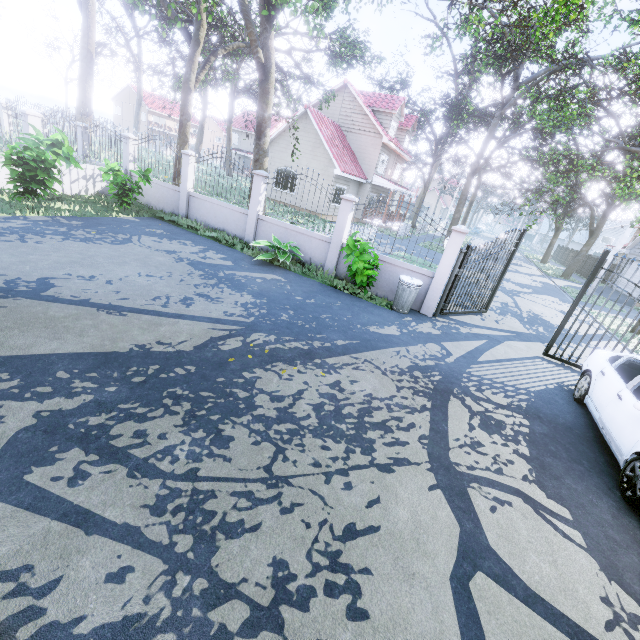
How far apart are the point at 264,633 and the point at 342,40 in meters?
47.9 m

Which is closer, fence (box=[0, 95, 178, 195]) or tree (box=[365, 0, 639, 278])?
fence (box=[0, 95, 178, 195])

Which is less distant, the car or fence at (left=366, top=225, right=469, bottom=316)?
the car

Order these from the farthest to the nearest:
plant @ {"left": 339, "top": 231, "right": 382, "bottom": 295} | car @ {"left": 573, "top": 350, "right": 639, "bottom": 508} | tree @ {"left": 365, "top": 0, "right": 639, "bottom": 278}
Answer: tree @ {"left": 365, "top": 0, "right": 639, "bottom": 278}
plant @ {"left": 339, "top": 231, "right": 382, "bottom": 295}
car @ {"left": 573, "top": 350, "right": 639, "bottom": 508}

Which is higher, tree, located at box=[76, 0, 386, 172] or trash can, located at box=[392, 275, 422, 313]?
tree, located at box=[76, 0, 386, 172]

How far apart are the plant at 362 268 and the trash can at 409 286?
0.57m

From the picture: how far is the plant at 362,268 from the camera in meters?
8.4 m

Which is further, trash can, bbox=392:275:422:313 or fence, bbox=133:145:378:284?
fence, bbox=133:145:378:284
